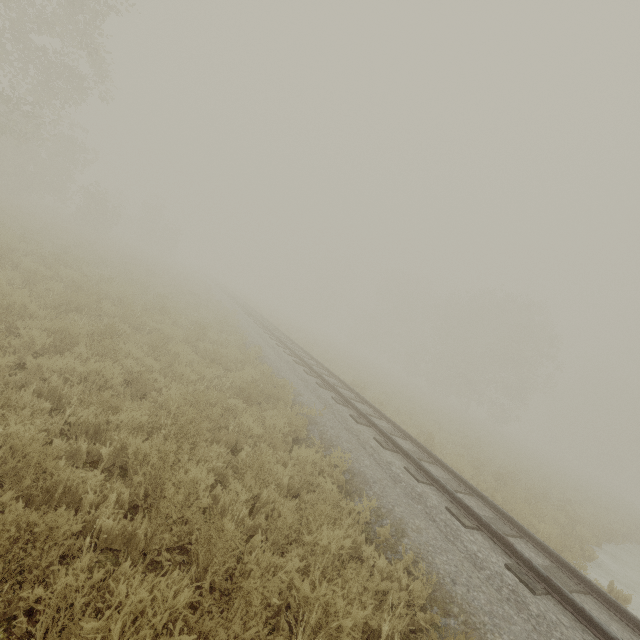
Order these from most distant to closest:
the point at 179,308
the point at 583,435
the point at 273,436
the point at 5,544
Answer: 1. the point at 583,435
2. the point at 179,308
3. the point at 273,436
4. the point at 5,544
